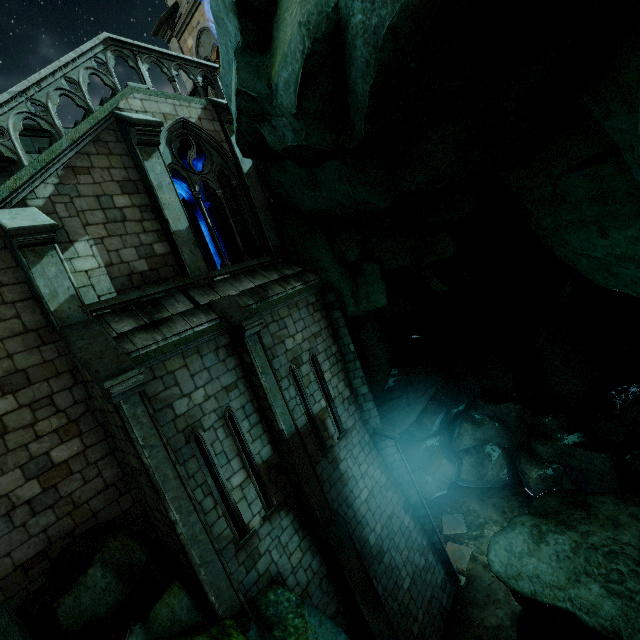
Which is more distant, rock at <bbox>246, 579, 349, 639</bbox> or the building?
rock at <bbox>246, 579, 349, 639</bbox>

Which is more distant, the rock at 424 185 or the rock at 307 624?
the rock at 307 624

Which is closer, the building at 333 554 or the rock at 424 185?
the rock at 424 185

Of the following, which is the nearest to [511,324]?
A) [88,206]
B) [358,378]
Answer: [358,378]

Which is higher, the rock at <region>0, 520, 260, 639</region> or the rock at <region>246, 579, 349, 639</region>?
the rock at <region>0, 520, 260, 639</region>

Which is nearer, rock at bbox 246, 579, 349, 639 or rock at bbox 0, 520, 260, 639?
rock at bbox 0, 520, 260, 639

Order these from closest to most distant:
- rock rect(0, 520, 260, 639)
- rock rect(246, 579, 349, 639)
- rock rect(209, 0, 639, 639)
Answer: rock rect(209, 0, 639, 639) → rock rect(0, 520, 260, 639) → rock rect(246, 579, 349, 639)
